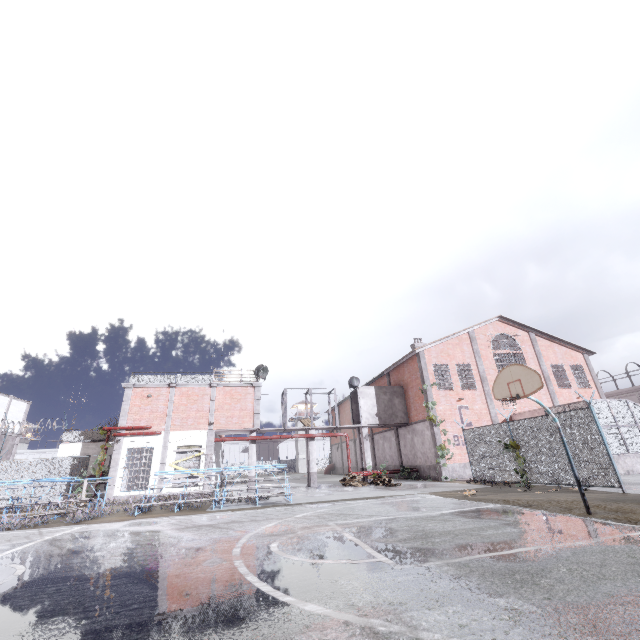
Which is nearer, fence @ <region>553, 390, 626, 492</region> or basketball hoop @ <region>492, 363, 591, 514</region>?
basketball hoop @ <region>492, 363, 591, 514</region>

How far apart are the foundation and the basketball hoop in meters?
14.4 m

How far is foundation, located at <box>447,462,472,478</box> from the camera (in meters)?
21.41

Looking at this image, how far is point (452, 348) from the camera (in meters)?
A: 25.61

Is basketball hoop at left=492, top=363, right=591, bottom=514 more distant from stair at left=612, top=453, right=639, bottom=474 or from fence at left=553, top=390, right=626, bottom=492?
stair at left=612, top=453, right=639, bottom=474

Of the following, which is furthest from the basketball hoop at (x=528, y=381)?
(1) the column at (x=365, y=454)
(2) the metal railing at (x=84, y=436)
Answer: (2) the metal railing at (x=84, y=436)

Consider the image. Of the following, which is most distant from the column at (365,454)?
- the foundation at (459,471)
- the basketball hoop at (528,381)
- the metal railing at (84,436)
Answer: the metal railing at (84,436)

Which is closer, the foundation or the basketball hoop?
the basketball hoop
